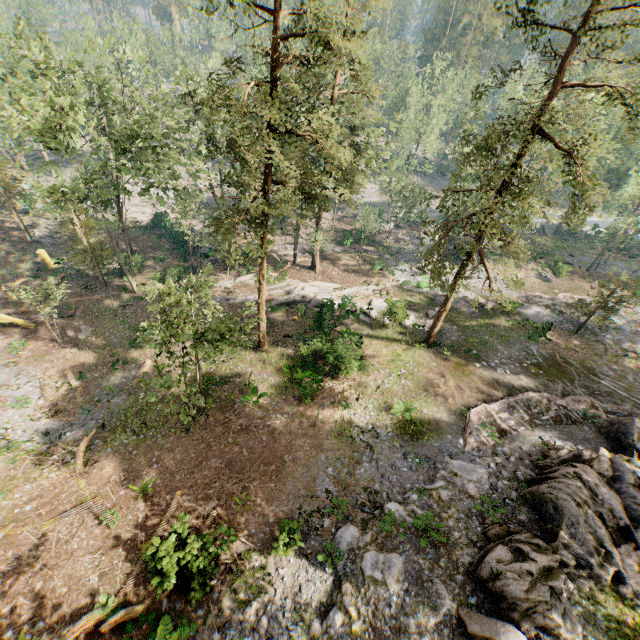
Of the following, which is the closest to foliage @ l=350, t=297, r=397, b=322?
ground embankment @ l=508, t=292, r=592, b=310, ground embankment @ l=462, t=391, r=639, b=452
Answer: ground embankment @ l=508, t=292, r=592, b=310

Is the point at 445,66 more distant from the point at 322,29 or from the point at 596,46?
the point at 322,29

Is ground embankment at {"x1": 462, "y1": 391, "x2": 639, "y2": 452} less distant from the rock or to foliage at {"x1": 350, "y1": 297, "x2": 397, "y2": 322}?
the rock

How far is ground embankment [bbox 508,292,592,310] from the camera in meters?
32.2

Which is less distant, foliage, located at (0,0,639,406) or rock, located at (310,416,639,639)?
rock, located at (310,416,639,639)

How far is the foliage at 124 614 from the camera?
11.27m

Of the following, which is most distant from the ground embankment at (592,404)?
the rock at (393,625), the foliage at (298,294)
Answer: the foliage at (298,294)
